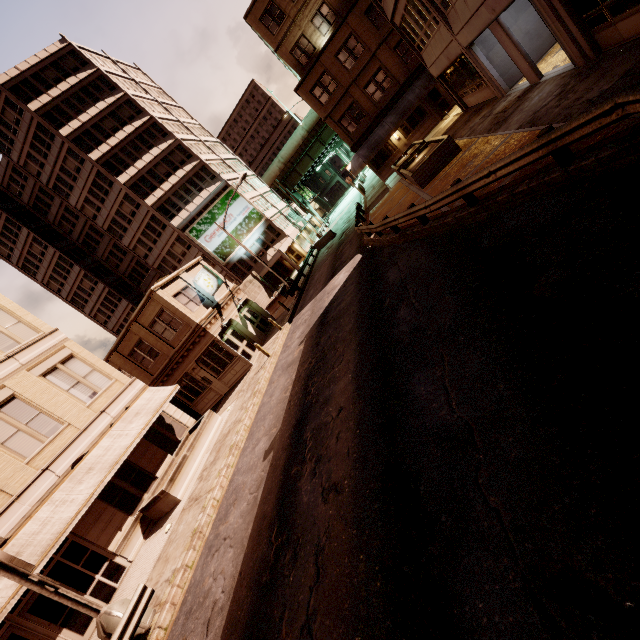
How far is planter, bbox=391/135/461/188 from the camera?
16.1m

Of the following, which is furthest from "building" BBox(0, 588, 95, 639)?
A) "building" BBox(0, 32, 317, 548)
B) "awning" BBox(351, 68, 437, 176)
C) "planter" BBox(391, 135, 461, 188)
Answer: "awning" BBox(351, 68, 437, 176)

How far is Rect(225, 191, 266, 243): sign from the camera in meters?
42.7 m

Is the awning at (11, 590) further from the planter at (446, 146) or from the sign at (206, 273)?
the planter at (446, 146)

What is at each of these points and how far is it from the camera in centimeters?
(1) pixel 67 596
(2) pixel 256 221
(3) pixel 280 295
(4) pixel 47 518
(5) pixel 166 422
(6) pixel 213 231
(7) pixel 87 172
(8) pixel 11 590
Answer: (1) street light, 823cm
(2) sign, 4406cm
(3) planter, 3247cm
(4) awning, 1254cm
(5) building, 1925cm
(6) sign, 4159cm
(7) building, 3828cm
(8) awning, 1027cm

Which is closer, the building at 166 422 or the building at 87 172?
the building at 166 422

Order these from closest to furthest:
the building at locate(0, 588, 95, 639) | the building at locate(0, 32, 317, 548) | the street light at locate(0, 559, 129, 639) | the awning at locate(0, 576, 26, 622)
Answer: the street light at locate(0, 559, 129, 639), the awning at locate(0, 576, 26, 622), the building at locate(0, 588, 95, 639), the building at locate(0, 32, 317, 548)

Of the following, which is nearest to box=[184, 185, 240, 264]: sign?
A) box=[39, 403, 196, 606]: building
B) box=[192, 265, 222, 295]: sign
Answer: box=[192, 265, 222, 295]: sign
